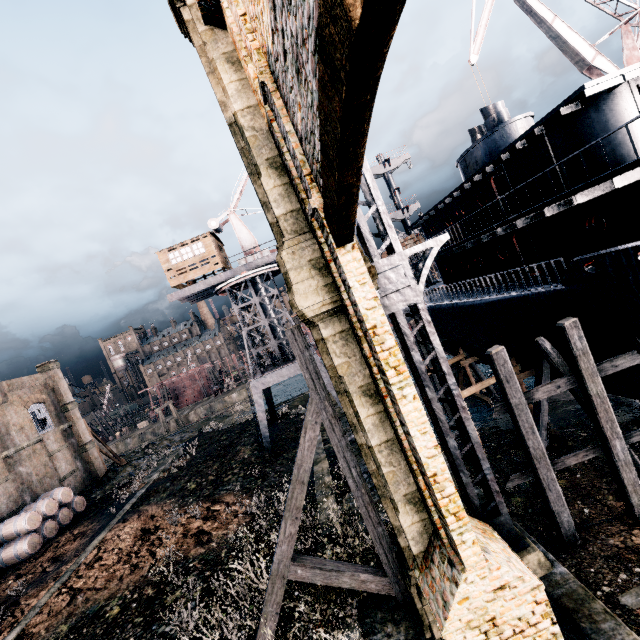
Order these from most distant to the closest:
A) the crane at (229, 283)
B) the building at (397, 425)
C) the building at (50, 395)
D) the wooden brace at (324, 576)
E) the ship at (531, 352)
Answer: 1. the crane at (229, 283)
2. the building at (50, 395)
3. the ship at (531, 352)
4. the wooden brace at (324, 576)
5. the building at (397, 425)

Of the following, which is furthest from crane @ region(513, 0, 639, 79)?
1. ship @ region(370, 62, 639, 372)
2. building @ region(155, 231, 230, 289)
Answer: building @ region(155, 231, 230, 289)

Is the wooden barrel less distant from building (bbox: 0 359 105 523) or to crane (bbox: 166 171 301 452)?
building (bbox: 0 359 105 523)

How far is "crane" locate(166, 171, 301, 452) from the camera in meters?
26.1

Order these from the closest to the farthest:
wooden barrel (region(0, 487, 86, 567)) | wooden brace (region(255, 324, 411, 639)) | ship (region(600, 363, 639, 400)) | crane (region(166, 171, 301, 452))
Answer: wooden brace (region(255, 324, 411, 639)) < ship (region(600, 363, 639, 400)) < wooden barrel (region(0, 487, 86, 567)) < crane (region(166, 171, 301, 452))

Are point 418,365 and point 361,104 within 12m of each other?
yes

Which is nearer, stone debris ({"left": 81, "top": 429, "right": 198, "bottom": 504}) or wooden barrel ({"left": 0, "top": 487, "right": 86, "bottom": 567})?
wooden barrel ({"left": 0, "top": 487, "right": 86, "bottom": 567})

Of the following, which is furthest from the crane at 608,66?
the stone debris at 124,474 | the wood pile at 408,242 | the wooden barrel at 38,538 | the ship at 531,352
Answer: the stone debris at 124,474
